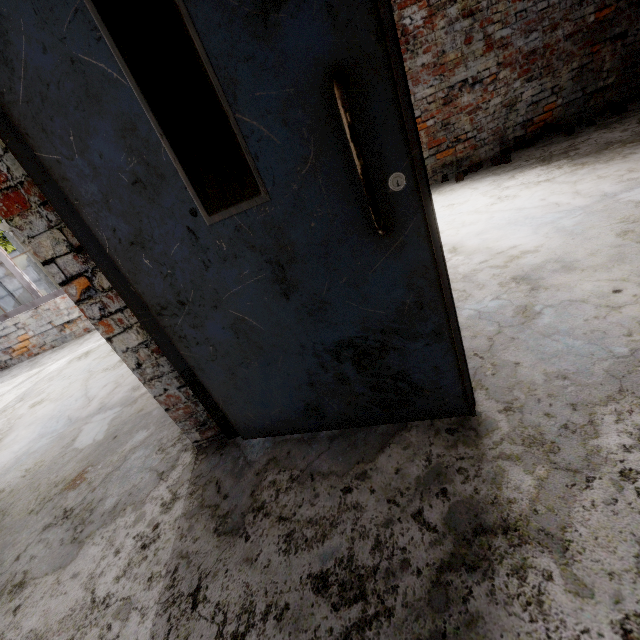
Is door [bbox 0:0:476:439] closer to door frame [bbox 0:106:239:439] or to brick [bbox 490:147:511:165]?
door frame [bbox 0:106:239:439]

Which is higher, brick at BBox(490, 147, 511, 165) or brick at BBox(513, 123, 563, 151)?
brick at BBox(513, 123, 563, 151)

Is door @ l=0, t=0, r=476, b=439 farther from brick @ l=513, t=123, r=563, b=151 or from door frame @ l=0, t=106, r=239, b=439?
brick @ l=513, t=123, r=563, b=151

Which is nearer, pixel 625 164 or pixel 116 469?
pixel 116 469

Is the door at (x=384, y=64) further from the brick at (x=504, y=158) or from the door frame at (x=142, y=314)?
the brick at (x=504, y=158)

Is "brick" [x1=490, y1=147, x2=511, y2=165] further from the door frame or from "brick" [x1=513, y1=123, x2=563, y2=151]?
the door frame

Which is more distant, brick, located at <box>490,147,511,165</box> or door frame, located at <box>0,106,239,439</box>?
brick, located at <box>490,147,511,165</box>

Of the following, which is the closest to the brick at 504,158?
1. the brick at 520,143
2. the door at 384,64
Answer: the brick at 520,143
